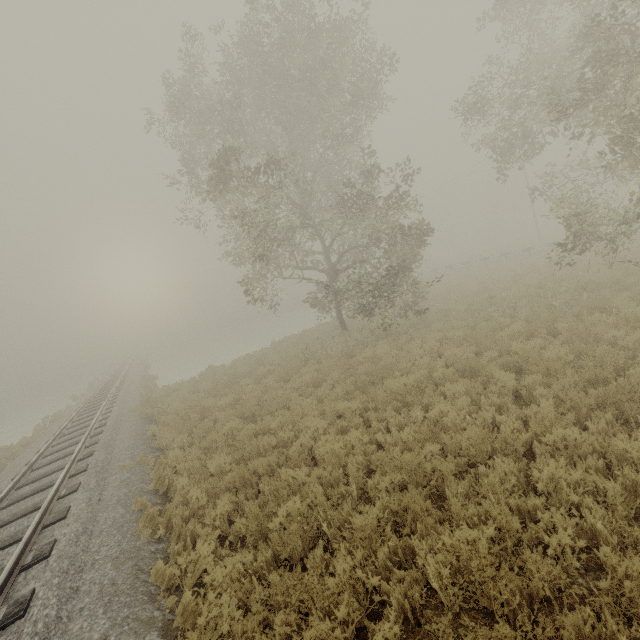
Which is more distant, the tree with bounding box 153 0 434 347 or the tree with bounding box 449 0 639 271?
the tree with bounding box 153 0 434 347

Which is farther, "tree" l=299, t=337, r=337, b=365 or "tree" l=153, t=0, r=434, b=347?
"tree" l=299, t=337, r=337, b=365

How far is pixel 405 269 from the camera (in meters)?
20.77

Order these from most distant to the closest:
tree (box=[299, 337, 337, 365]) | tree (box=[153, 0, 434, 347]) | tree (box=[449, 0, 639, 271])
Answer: tree (box=[299, 337, 337, 365]) < tree (box=[153, 0, 434, 347]) < tree (box=[449, 0, 639, 271])

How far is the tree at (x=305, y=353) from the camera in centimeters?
1453cm

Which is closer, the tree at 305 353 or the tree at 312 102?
the tree at 312 102

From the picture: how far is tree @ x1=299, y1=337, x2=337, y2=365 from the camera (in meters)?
14.53
